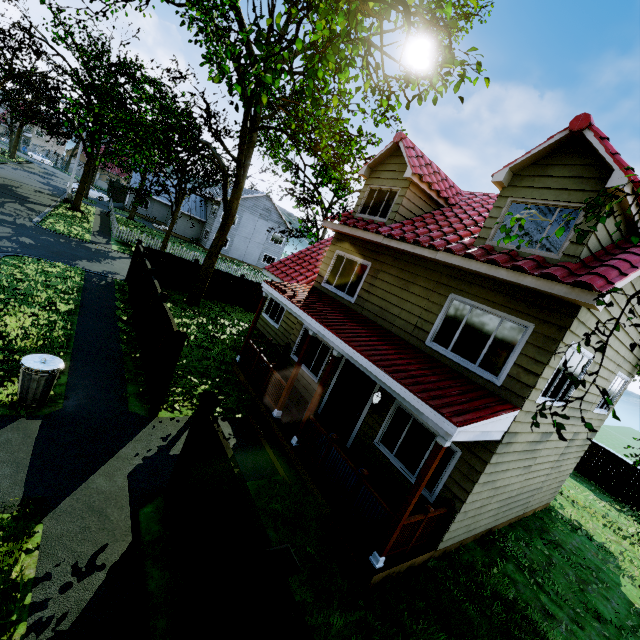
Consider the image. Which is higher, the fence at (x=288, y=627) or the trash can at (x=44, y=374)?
the fence at (x=288, y=627)

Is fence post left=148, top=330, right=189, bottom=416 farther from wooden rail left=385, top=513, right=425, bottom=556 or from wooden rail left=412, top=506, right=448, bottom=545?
wooden rail left=412, top=506, right=448, bottom=545

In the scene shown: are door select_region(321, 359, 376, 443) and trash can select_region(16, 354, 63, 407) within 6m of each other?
no

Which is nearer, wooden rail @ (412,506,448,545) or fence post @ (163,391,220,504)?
fence post @ (163,391,220,504)

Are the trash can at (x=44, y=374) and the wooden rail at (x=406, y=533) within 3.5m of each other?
no

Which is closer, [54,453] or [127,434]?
[54,453]

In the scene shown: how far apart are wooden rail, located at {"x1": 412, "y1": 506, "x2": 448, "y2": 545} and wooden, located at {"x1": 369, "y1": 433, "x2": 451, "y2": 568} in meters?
0.9 m

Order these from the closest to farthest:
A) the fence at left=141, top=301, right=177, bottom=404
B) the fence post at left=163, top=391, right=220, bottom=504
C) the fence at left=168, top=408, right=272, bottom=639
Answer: the fence at left=168, top=408, right=272, bottom=639 < the fence post at left=163, top=391, right=220, bottom=504 < the fence at left=141, top=301, right=177, bottom=404
